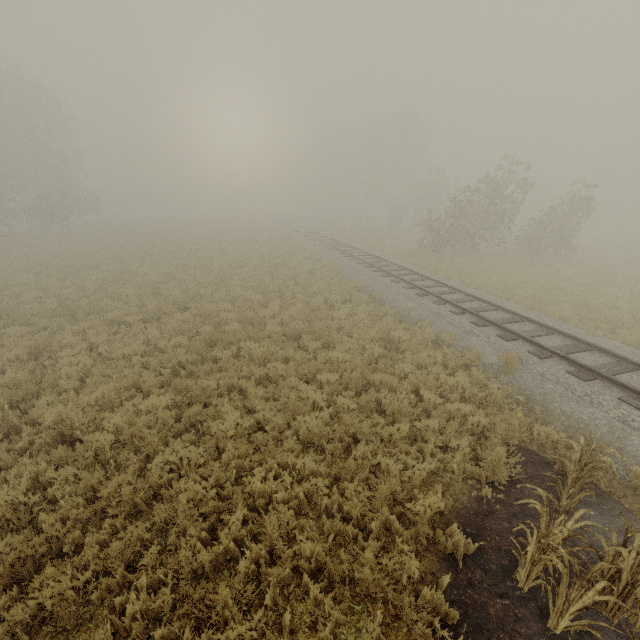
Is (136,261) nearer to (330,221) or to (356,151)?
(330,221)
